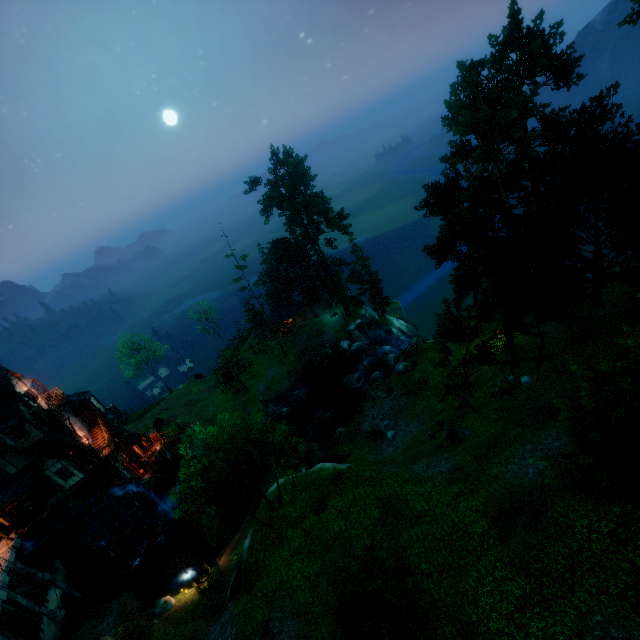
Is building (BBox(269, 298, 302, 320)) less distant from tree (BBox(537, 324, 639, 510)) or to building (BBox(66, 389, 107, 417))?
tree (BBox(537, 324, 639, 510))

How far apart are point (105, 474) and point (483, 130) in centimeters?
4633cm

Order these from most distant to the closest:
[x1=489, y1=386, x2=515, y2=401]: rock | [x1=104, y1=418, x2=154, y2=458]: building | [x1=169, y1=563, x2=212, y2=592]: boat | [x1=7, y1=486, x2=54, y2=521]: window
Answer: [x1=104, y1=418, x2=154, y2=458]: building
[x1=7, y1=486, x2=54, y2=521]: window
[x1=169, y1=563, x2=212, y2=592]: boat
[x1=489, y1=386, x2=515, y2=401]: rock

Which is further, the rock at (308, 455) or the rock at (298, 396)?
the rock at (298, 396)

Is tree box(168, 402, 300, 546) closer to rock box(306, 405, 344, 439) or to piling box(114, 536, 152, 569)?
rock box(306, 405, 344, 439)

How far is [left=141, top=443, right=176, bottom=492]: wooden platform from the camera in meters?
36.6

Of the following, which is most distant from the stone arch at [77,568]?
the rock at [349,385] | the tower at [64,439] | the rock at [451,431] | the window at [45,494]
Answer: the rock at [451,431]

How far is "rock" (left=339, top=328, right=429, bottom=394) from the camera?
36.3 meters
